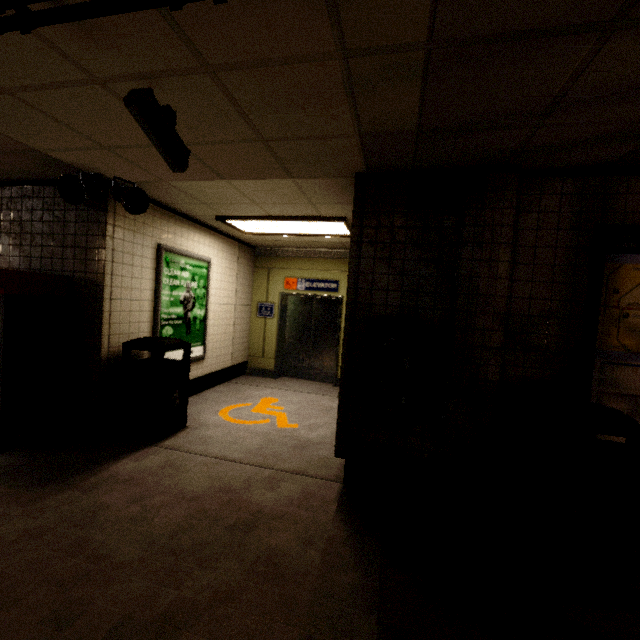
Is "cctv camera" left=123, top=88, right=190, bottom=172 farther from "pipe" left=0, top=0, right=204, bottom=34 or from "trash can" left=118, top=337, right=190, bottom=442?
"trash can" left=118, top=337, right=190, bottom=442

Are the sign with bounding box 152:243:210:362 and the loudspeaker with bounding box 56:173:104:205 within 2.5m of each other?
yes

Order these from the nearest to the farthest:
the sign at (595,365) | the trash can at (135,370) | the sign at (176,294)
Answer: the sign at (595,365) → the trash can at (135,370) → the sign at (176,294)

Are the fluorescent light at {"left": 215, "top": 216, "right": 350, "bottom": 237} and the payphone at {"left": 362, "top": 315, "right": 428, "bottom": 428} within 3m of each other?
yes

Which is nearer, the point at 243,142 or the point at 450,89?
the point at 450,89

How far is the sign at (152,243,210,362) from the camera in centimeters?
448cm

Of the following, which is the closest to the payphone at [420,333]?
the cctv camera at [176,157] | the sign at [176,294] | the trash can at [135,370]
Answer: the cctv camera at [176,157]

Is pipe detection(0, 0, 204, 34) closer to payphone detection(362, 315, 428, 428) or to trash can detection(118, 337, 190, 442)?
payphone detection(362, 315, 428, 428)
